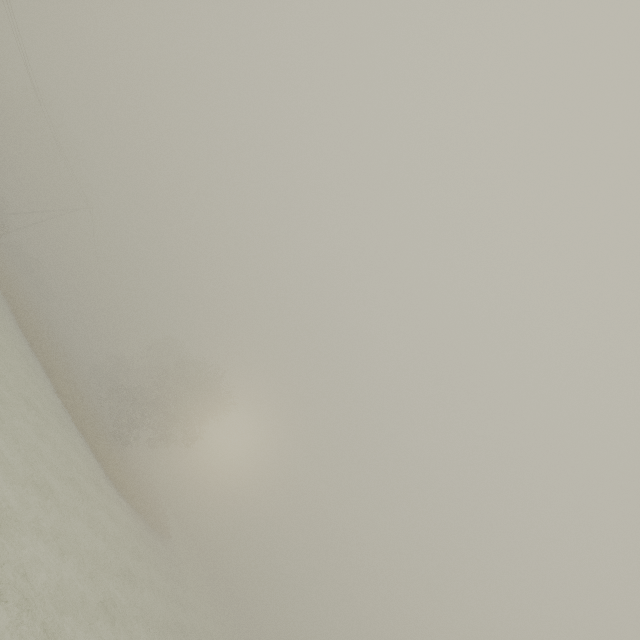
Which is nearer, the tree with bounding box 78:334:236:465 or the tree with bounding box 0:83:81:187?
the tree with bounding box 78:334:236:465

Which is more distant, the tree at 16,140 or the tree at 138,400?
the tree at 16,140

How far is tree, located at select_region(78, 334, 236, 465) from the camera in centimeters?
3522cm

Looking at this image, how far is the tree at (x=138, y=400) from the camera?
35.2 meters

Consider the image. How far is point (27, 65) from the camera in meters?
27.6 m
